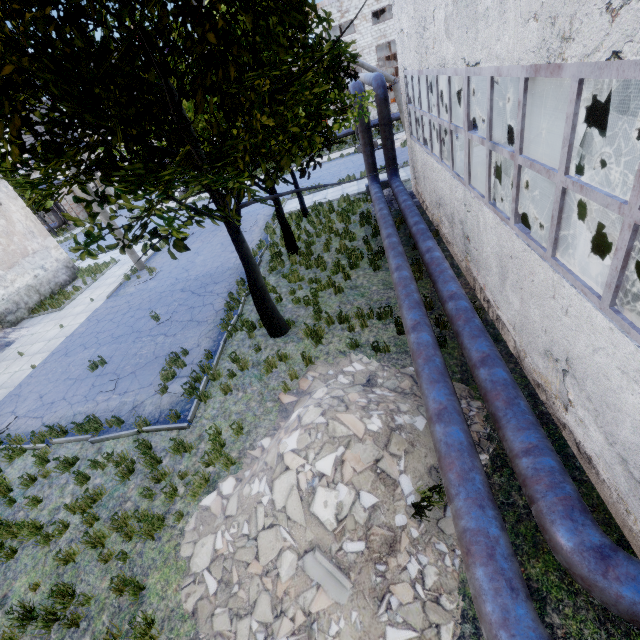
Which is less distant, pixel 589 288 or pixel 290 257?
pixel 589 288

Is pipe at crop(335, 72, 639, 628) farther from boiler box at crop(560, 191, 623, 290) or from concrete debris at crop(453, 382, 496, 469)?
boiler box at crop(560, 191, 623, 290)

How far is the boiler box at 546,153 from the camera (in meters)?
7.02

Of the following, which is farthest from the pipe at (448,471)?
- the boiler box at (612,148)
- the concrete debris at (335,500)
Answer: the boiler box at (612,148)

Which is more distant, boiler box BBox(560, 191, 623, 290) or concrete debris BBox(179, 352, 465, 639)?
boiler box BBox(560, 191, 623, 290)
